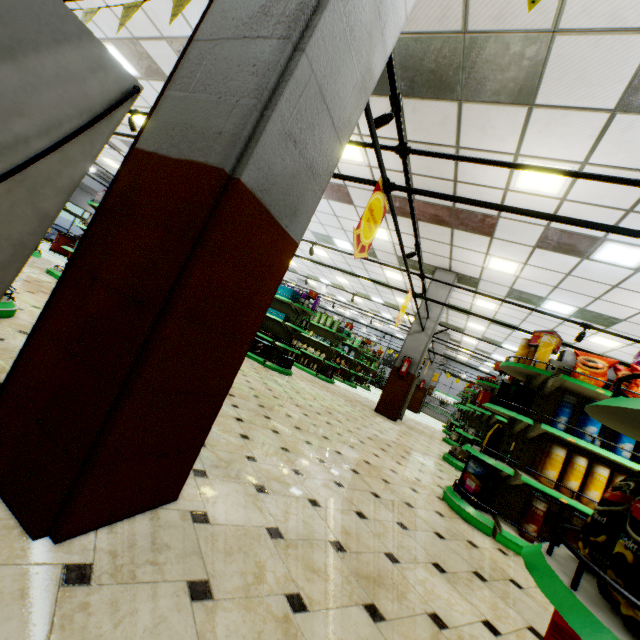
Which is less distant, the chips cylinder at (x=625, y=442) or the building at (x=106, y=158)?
the chips cylinder at (x=625, y=442)

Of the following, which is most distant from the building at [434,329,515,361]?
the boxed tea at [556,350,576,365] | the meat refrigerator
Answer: the boxed tea at [556,350,576,365]

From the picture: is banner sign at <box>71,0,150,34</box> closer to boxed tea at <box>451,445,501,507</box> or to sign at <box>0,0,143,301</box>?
sign at <box>0,0,143,301</box>

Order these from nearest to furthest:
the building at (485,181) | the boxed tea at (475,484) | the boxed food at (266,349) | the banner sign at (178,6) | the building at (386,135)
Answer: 1. the banner sign at (178,6)
2. the boxed tea at (475,484)
3. the building at (485,181)
4. the building at (386,135)
5. the boxed food at (266,349)

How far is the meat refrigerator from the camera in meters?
21.9

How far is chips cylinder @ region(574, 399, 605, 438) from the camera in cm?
337

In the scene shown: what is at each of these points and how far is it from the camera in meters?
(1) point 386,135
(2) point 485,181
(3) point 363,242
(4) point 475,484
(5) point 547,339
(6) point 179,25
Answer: (1) building, 5.7 m
(2) building, 5.7 m
(3) sign, 3.4 m
(4) boxed tea, 3.8 m
(5) chips cylinder, 3.9 m
(6) building, 5.4 m

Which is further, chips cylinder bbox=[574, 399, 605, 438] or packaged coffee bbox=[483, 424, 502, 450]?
packaged coffee bbox=[483, 424, 502, 450]
